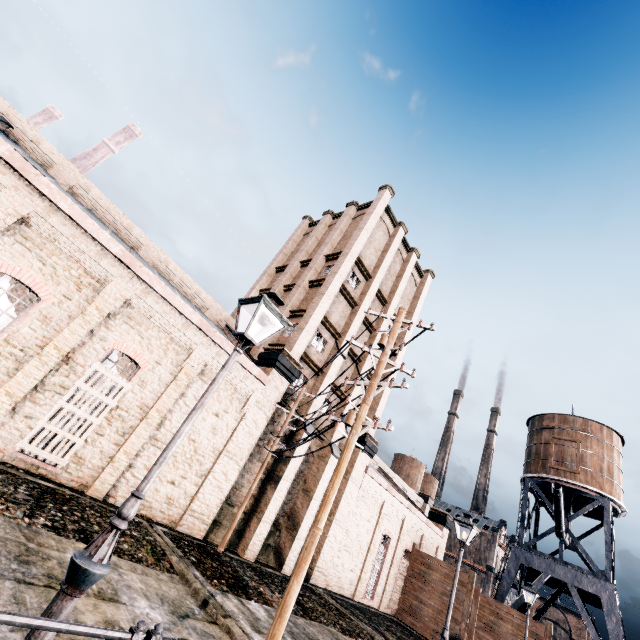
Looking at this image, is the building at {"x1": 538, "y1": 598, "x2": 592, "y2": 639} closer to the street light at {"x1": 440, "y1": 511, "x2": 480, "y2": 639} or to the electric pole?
the street light at {"x1": 440, "y1": 511, "x2": 480, "y2": 639}

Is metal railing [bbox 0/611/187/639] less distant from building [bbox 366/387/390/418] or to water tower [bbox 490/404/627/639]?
building [bbox 366/387/390/418]

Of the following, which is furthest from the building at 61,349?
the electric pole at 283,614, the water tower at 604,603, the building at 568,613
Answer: the building at 568,613

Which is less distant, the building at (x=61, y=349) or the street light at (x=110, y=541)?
the street light at (x=110, y=541)

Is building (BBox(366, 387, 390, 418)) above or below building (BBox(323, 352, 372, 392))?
below

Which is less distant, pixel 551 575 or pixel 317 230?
pixel 551 575

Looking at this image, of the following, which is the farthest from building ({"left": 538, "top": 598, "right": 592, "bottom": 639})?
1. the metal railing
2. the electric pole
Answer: the metal railing

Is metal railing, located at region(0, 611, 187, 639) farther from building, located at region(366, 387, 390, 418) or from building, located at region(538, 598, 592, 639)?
building, located at region(538, 598, 592, 639)
